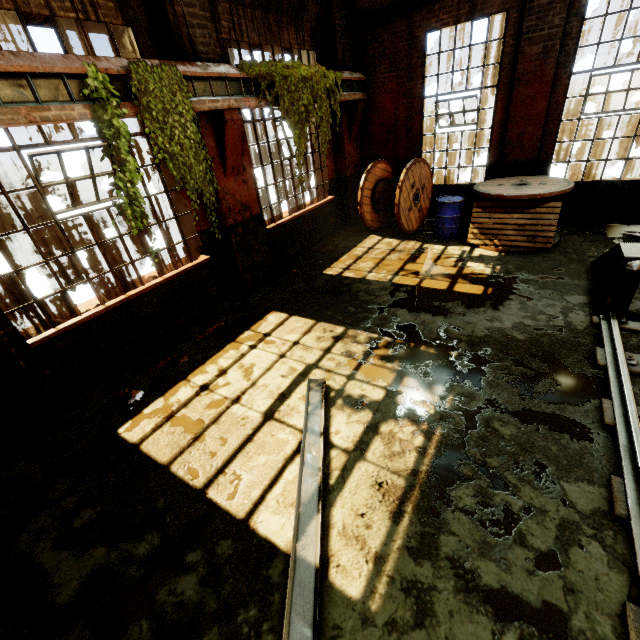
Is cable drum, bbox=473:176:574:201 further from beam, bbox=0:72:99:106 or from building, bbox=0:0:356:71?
beam, bbox=0:72:99:106

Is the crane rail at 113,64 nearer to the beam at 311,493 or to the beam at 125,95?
the beam at 125,95

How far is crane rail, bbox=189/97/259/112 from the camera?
4.95m

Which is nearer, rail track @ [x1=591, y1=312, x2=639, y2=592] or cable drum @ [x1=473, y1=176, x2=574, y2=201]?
rail track @ [x1=591, y1=312, x2=639, y2=592]

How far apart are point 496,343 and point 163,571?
4.6m

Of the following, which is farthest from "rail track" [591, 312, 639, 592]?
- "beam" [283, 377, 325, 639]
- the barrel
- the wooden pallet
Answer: the barrel

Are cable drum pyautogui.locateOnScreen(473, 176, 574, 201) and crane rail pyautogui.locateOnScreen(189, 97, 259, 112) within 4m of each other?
no

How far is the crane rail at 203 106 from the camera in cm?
495
